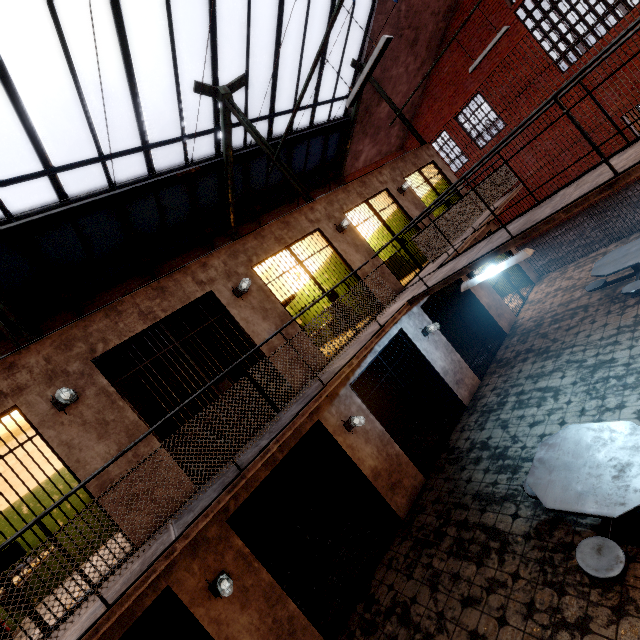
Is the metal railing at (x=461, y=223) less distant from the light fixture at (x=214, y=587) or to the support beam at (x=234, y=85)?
the support beam at (x=234, y=85)

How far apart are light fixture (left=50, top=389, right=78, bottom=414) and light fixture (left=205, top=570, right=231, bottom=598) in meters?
3.0 m

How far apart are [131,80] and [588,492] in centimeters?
954cm

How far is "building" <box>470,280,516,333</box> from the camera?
9.1 meters

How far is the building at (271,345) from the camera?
5.8 meters

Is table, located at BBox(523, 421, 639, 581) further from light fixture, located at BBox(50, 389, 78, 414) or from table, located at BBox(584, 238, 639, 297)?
light fixture, located at BBox(50, 389, 78, 414)

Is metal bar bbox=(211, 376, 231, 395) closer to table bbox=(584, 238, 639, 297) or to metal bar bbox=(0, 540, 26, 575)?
metal bar bbox=(0, 540, 26, 575)

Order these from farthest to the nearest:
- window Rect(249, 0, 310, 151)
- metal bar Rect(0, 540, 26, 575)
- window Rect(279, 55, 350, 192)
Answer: window Rect(279, 55, 350, 192) < window Rect(249, 0, 310, 151) < metal bar Rect(0, 540, 26, 575)
